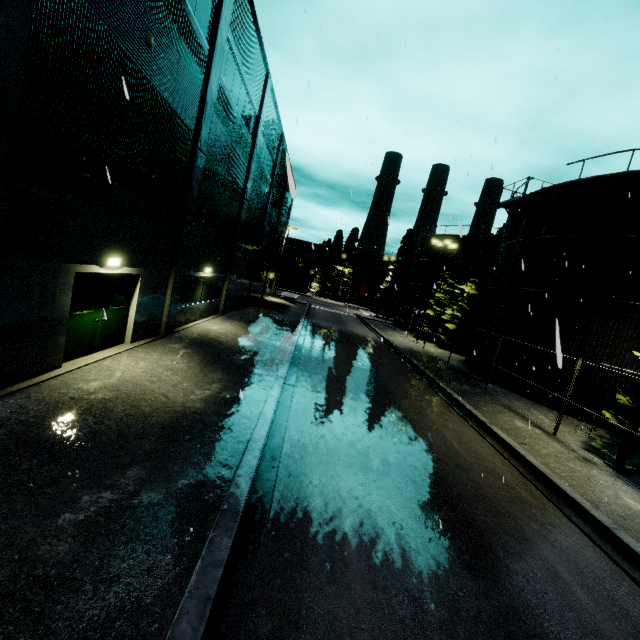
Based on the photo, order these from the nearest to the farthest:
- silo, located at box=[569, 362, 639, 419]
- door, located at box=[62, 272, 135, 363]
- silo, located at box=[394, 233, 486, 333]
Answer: door, located at box=[62, 272, 135, 363] → silo, located at box=[569, 362, 639, 419] → silo, located at box=[394, 233, 486, 333]

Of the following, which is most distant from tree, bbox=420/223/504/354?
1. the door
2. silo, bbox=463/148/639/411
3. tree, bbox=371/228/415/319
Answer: the door

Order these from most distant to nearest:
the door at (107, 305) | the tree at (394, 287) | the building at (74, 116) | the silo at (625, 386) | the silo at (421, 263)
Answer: the tree at (394, 287)
the silo at (421, 263)
the silo at (625, 386)
the door at (107, 305)
the building at (74, 116)

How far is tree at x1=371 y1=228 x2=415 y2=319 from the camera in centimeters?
4956cm

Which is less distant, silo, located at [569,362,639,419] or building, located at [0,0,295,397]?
building, located at [0,0,295,397]

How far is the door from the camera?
8.4m

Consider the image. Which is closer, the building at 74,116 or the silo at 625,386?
the building at 74,116

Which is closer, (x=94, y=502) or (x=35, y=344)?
(x=94, y=502)
